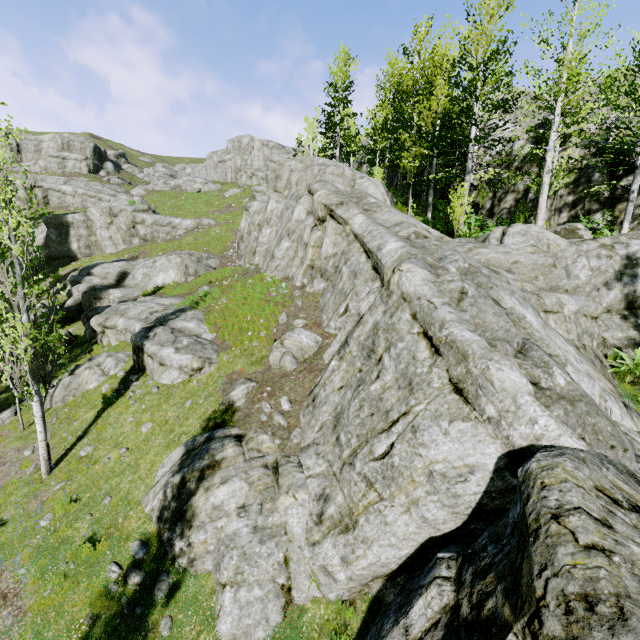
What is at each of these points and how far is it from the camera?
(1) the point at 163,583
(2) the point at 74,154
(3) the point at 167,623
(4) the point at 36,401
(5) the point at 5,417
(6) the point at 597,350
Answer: (1) rock, 6.9m
(2) rock, 55.3m
(3) rock, 6.4m
(4) instancedfoliageactor, 9.4m
(5) rock, 12.8m
(6) rock, 8.6m

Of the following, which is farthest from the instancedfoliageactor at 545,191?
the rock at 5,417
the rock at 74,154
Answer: the rock at 5,417

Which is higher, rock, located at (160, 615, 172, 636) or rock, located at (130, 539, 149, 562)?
rock, located at (130, 539, 149, 562)

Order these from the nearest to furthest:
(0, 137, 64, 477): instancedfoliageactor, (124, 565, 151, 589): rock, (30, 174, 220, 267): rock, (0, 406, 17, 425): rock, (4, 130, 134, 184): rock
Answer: (124, 565, 151, 589): rock, (0, 137, 64, 477): instancedfoliageactor, (0, 406, 17, 425): rock, (30, 174, 220, 267): rock, (4, 130, 134, 184): rock

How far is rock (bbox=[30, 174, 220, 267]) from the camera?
31.0m
